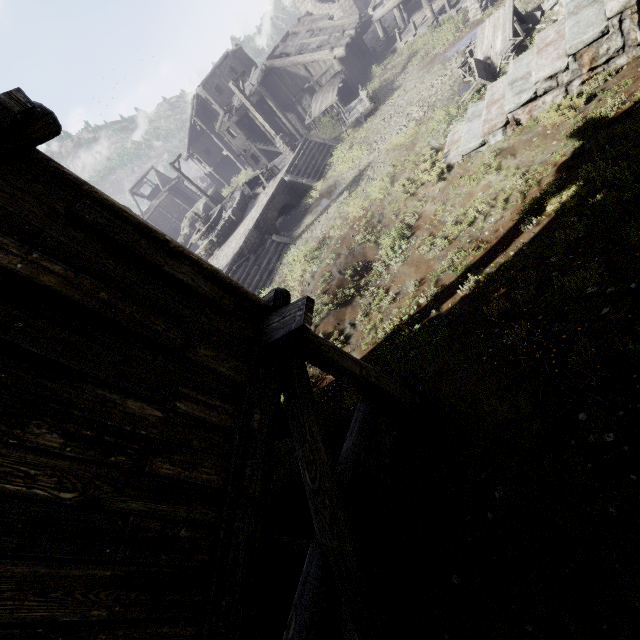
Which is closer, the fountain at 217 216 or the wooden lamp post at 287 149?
the wooden lamp post at 287 149

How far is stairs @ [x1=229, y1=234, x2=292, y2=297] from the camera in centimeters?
1504cm

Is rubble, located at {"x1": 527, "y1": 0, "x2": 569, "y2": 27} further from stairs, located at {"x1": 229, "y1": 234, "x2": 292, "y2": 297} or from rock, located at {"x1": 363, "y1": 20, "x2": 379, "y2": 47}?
rock, located at {"x1": 363, "y1": 20, "x2": 379, "y2": 47}

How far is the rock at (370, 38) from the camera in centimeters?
2942cm

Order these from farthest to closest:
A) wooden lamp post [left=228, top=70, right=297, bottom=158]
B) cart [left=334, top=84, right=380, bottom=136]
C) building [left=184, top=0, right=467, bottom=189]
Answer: building [left=184, top=0, right=467, bottom=189], cart [left=334, top=84, right=380, bottom=136], wooden lamp post [left=228, top=70, right=297, bottom=158]

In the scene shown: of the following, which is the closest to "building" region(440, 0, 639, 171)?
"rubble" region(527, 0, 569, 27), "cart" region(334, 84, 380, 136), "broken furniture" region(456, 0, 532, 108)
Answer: "rubble" region(527, 0, 569, 27)

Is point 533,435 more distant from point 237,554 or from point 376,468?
point 237,554

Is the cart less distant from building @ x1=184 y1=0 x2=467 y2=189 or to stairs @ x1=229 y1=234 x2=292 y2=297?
building @ x1=184 y1=0 x2=467 y2=189
